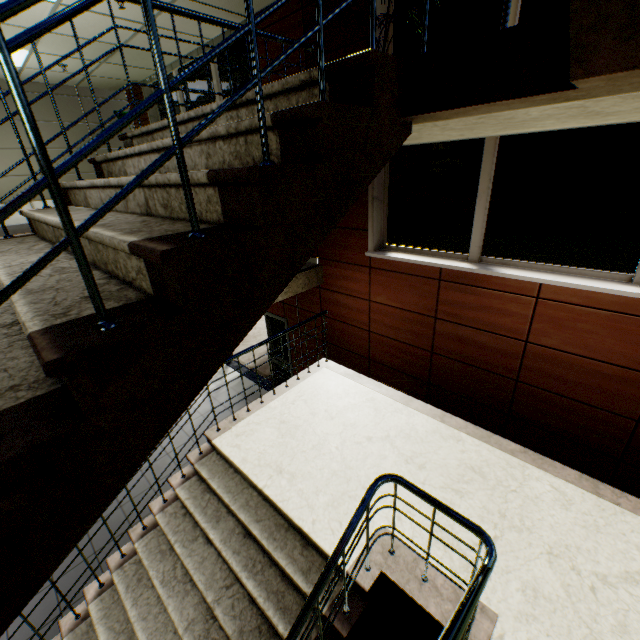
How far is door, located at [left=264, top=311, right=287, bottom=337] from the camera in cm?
634

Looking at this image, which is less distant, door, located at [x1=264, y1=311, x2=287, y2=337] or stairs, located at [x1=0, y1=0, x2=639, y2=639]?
stairs, located at [x1=0, y1=0, x2=639, y2=639]

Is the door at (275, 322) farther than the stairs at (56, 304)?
Yes

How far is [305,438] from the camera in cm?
413

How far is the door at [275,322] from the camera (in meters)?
6.34
